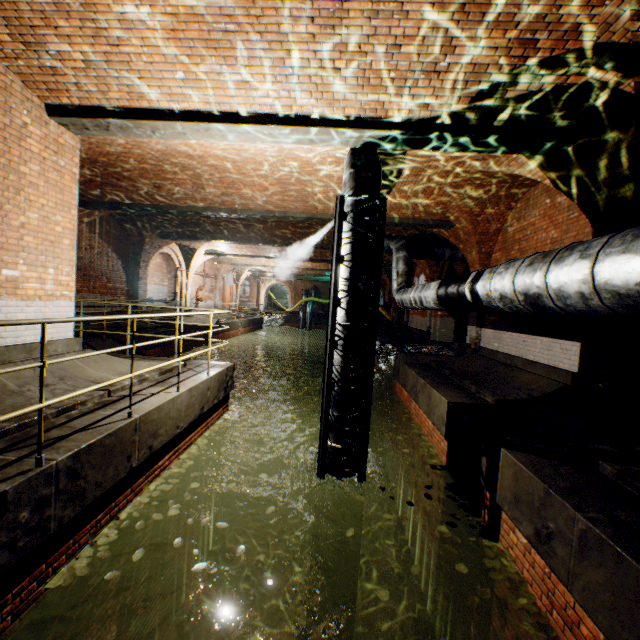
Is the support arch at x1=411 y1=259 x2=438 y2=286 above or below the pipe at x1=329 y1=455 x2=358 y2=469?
above

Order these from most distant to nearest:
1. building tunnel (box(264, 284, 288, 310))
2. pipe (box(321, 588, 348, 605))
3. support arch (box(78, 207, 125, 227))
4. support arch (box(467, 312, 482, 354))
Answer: building tunnel (box(264, 284, 288, 310)), support arch (box(78, 207, 125, 227)), support arch (box(467, 312, 482, 354)), pipe (box(321, 588, 348, 605))

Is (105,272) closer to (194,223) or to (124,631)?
(194,223)

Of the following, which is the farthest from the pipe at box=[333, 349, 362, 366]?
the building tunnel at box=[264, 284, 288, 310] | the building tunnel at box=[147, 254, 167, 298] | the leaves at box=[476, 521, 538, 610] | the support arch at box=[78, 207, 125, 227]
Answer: the building tunnel at box=[264, 284, 288, 310]

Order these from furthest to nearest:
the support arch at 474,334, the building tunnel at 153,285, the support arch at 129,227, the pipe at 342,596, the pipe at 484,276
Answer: the building tunnel at 153,285
the support arch at 129,227
the support arch at 474,334
the pipe at 342,596
the pipe at 484,276

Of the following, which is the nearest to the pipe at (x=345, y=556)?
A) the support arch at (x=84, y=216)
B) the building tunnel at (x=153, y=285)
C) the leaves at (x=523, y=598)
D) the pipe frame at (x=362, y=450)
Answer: the pipe frame at (x=362, y=450)

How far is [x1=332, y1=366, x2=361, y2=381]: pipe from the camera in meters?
5.2

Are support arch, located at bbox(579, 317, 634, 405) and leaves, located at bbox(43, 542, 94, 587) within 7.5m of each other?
yes
